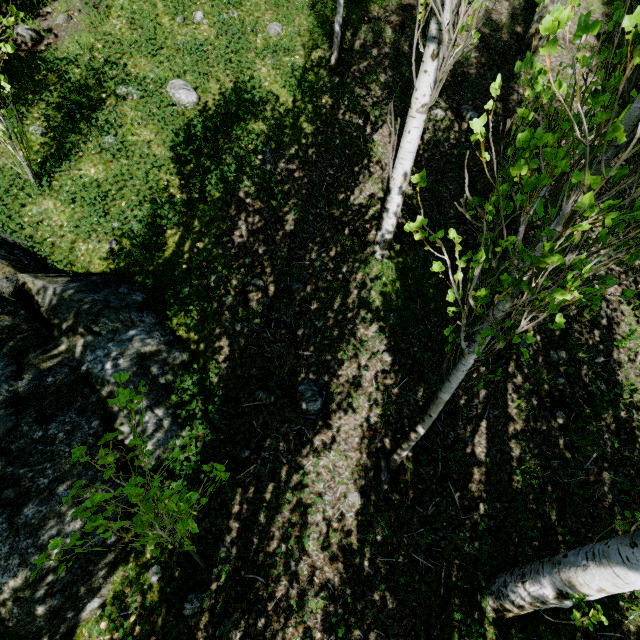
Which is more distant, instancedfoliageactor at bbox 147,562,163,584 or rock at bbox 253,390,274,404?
Result: rock at bbox 253,390,274,404

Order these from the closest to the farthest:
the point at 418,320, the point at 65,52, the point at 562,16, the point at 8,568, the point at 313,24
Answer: the point at 562,16, the point at 8,568, the point at 418,320, the point at 65,52, the point at 313,24

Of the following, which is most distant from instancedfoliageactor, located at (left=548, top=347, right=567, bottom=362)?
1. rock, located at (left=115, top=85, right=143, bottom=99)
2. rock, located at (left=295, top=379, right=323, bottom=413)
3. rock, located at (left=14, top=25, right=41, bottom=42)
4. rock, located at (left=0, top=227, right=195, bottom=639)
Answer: rock, located at (left=14, top=25, right=41, bottom=42)

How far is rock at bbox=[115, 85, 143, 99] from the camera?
4.64m

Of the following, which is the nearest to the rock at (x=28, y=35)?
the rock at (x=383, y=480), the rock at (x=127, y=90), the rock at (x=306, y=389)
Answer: the rock at (x=127, y=90)

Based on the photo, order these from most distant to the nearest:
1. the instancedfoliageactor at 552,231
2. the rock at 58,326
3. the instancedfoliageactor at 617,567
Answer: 1. the rock at 58,326
2. the instancedfoliageactor at 617,567
3. the instancedfoliageactor at 552,231

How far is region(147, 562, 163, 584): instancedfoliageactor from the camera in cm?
285
